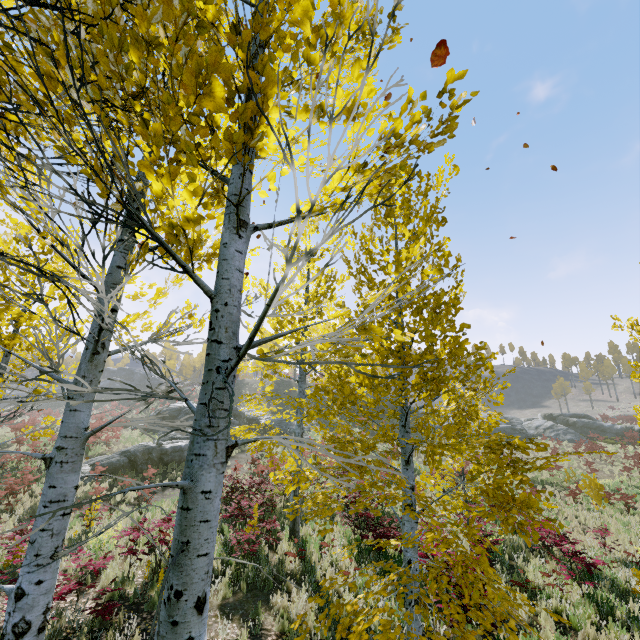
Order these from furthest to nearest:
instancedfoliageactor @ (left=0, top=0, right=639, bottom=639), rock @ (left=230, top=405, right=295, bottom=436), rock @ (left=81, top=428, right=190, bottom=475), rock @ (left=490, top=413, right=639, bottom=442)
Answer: rock @ (left=490, top=413, right=639, bottom=442) < rock @ (left=230, top=405, right=295, bottom=436) < rock @ (left=81, top=428, right=190, bottom=475) < instancedfoliageactor @ (left=0, top=0, right=639, bottom=639)

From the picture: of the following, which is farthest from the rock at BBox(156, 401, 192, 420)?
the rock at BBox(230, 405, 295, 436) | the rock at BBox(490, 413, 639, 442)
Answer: the rock at BBox(490, 413, 639, 442)

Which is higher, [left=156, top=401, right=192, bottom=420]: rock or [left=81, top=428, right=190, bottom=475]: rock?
[left=156, top=401, right=192, bottom=420]: rock

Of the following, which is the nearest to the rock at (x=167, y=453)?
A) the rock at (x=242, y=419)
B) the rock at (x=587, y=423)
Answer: the rock at (x=242, y=419)

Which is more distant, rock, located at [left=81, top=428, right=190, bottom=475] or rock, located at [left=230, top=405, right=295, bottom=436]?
rock, located at [left=230, top=405, right=295, bottom=436]

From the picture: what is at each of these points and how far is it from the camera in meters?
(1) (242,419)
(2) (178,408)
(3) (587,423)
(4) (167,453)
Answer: (1) rock, 31.7
(2) rock, 32.6
(3) rock, 40.2
(4) rock, 20.5

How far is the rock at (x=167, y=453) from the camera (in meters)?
18.50

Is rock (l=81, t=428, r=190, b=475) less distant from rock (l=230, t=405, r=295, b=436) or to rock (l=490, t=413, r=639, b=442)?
rock (l=230, t=405, r=295, b=436)
